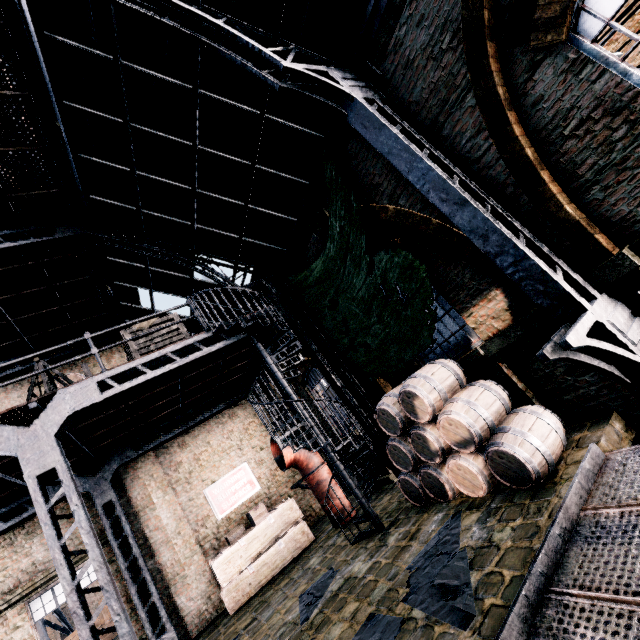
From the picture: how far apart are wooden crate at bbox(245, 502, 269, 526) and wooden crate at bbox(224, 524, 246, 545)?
0.3m

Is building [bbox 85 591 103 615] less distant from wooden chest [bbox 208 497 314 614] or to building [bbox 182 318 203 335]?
building [bbox 182 318 203 335]

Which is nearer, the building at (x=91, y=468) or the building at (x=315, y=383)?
the building at (x=91, y=468)

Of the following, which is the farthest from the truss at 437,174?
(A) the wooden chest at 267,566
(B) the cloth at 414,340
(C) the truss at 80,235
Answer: (A) the wooden chest at 267,566

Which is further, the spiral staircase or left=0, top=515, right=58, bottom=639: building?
left=0, top=515, right=58, bottom=639: building

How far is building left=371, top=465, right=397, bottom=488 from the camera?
10.5m

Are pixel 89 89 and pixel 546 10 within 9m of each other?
yes

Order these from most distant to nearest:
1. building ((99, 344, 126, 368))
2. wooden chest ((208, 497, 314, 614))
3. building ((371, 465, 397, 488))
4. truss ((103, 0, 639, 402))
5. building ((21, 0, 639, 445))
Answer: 1. building ((99, 344, 126, 368))
2. building ((371, 465, 397, 488))
3. wooden chest ((208, 497, 314, 614))
4. building ((21, 0, 639, 445))
5. truss ((103, 0, 639, 402))
